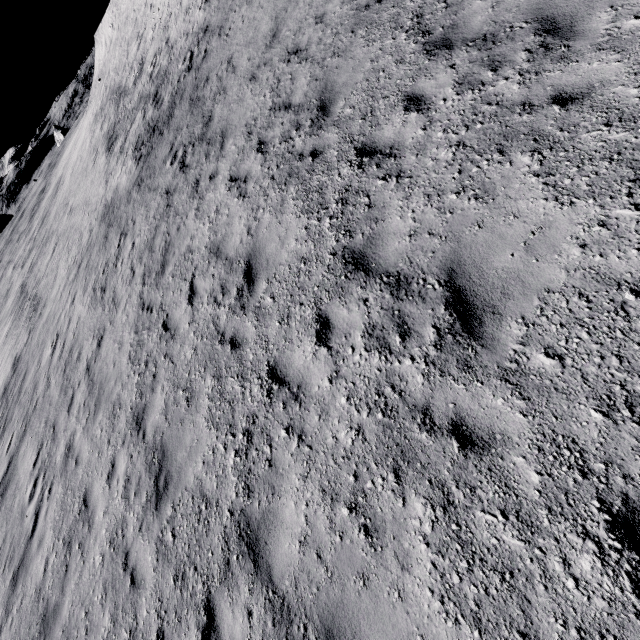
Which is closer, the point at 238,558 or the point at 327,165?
the point at 238,558
